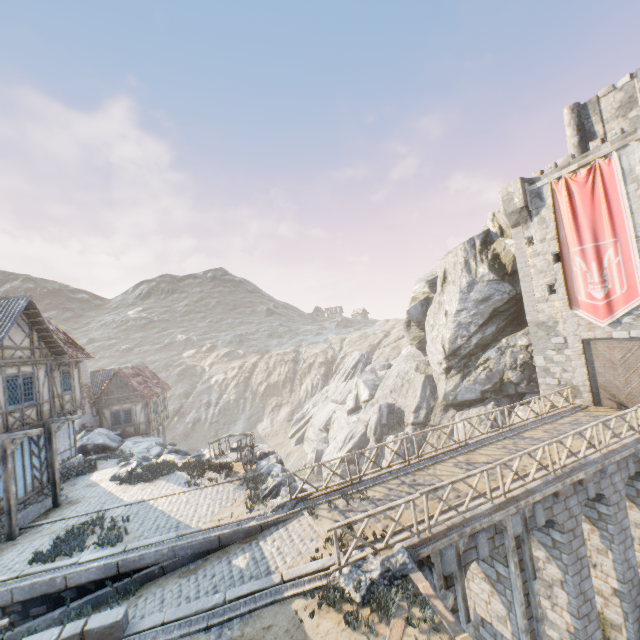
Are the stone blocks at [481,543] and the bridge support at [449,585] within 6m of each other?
yes

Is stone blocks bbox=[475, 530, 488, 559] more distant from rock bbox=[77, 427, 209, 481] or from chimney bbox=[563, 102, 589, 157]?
chimney bbox=[563, 102, 589, 157]

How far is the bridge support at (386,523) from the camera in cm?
999

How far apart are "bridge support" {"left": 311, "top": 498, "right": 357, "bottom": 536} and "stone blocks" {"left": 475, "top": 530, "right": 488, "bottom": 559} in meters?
3.1

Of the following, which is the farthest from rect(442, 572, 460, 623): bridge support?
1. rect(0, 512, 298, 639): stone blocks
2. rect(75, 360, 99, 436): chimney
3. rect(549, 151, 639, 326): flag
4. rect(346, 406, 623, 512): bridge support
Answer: rect(75, 360, 99, 436): chimney

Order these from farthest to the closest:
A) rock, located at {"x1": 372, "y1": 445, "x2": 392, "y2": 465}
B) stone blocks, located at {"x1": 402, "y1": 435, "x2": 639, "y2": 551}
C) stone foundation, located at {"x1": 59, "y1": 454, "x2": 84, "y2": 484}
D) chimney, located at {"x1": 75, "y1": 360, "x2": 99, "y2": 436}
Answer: rock, located at {"x1": 372, "y1": 445, "x2": 392, "y2": 465}
chimney, located at {"x1": 75, "y1": 360, "x2": 99, "y2": 436}
stone foundation, located at {"x1": 59, "y1": 454, "x2": 84, "y2": 484}
stone blocks, located at {"x1": 402, "y1": 435, "x2": 639, "y2": 551}

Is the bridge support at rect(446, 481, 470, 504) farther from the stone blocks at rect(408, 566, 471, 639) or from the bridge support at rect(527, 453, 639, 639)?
the stone blocks at rect(408, 566, 471, 639)

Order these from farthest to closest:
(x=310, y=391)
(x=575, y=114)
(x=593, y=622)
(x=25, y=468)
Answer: (x=310, y=391)
(x=575, y=114)
(x=25, y=468)
(x=593, y=622)
